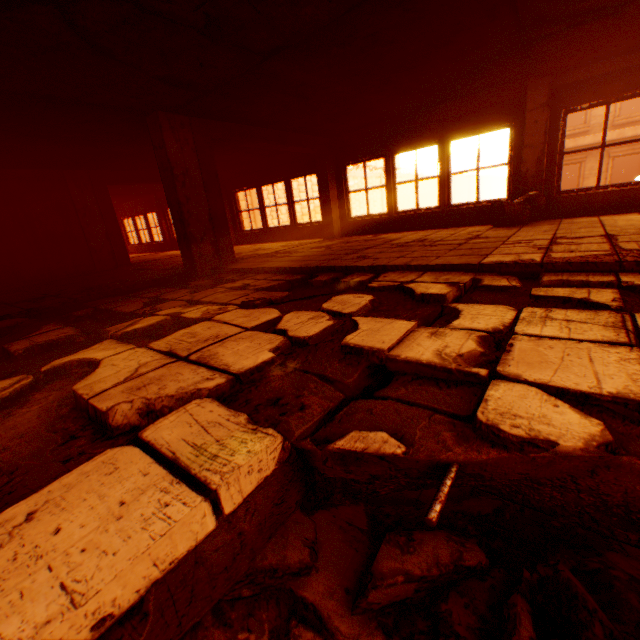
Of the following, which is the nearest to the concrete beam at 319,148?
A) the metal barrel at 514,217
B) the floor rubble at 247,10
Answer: the floor rubble at 247,10

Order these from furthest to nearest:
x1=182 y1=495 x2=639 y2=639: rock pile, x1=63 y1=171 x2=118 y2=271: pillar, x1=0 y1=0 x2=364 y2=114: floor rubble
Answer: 1. x1=63 y1=171 x2=118 y2=271: pillar
2. x1=0 y1=0 x2=364 y2=114: floor rubble
3. x1=182 y1=495 x2=639 y2=639: rock pile

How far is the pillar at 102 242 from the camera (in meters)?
8.51

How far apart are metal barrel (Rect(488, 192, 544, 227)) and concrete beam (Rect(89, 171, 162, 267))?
9.1 meters

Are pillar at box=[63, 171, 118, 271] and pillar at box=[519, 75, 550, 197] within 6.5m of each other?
no

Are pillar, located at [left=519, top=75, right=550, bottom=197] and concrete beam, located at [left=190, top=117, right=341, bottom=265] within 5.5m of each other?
yes

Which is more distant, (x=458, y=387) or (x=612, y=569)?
(x=612, y=569)

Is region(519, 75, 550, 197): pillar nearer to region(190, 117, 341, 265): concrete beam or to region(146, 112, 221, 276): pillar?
region(190, 117, 341, 265): concrete beam
